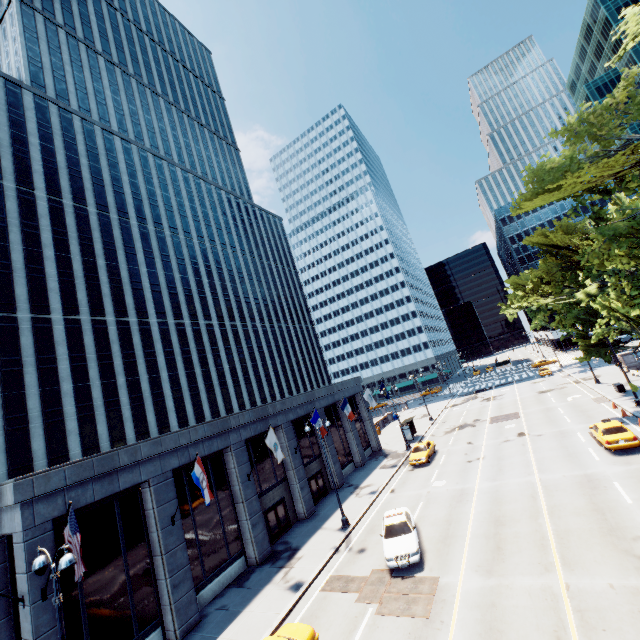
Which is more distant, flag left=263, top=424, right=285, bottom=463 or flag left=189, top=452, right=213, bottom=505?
flag left=263, top=424, right=285, bottom=463

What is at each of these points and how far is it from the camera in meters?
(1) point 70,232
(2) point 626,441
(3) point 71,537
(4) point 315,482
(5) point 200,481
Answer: (1) building, 42.8 m
(2) vehicle, 20.9 m
(3) flag, 11.8 m
(4) door, 30.1 m
(5) flag, 16.6 m

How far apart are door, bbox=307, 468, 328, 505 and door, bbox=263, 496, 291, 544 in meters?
3.5

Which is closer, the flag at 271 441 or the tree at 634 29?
the tree at 634 29

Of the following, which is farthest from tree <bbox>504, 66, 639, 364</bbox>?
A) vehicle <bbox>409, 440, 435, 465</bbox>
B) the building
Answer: the building

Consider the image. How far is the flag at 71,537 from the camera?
11.24m

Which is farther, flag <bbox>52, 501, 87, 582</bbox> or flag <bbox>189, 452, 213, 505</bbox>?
flag <bbox>189, 452, 213, 505</bbox>

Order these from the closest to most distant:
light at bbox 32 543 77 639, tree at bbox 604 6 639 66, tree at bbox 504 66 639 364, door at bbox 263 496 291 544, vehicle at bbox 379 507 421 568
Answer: light at bbox 32 543 77 639 < tree at bbox 504 66 639 364 < tree at bbox 604 6 639 66 < vehicle at bbox 379 507 421 568 < door at bbox 263 496 291 544
